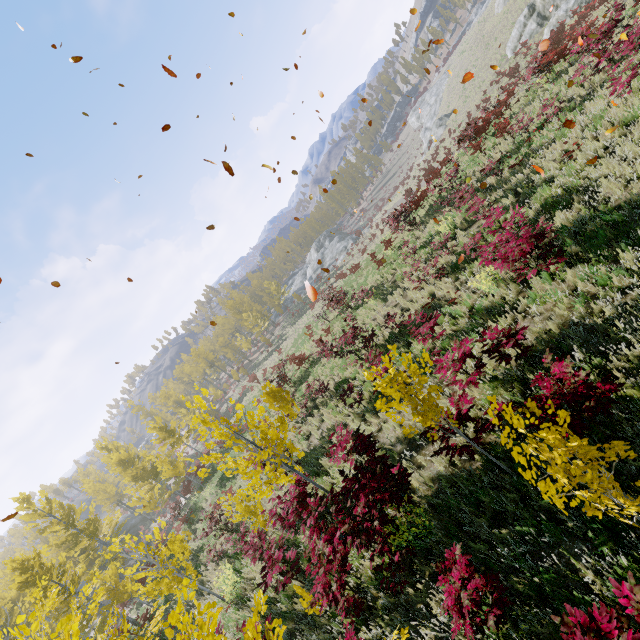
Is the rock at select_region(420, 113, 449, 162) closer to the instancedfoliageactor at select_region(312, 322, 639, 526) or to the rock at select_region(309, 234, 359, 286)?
the rock at select_region(309, 234, 359, 286)

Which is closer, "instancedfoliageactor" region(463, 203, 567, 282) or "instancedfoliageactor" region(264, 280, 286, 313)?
"instancedfoliageactor" region(463, 203, 567, 282)

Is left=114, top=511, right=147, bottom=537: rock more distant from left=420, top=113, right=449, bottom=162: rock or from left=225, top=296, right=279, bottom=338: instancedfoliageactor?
left=420, top=113, right=449, bottom=162: rock

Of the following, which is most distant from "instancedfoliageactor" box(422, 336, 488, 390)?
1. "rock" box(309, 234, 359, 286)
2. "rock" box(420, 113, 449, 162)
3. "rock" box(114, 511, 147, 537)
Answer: "rock" box(420, 113, 449, 162)

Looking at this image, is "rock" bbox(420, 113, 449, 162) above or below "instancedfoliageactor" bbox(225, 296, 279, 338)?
below

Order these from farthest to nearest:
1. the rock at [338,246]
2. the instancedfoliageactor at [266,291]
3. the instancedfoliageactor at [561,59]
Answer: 1. the rock at [338,246]
2. the instancedfoliageactor at [266,291]
3. the instancedfoliageactor at [561,59]

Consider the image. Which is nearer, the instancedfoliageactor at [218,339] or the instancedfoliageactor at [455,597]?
the instancedfoliageactor at [455,597]

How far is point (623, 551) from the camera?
3.5 meters
